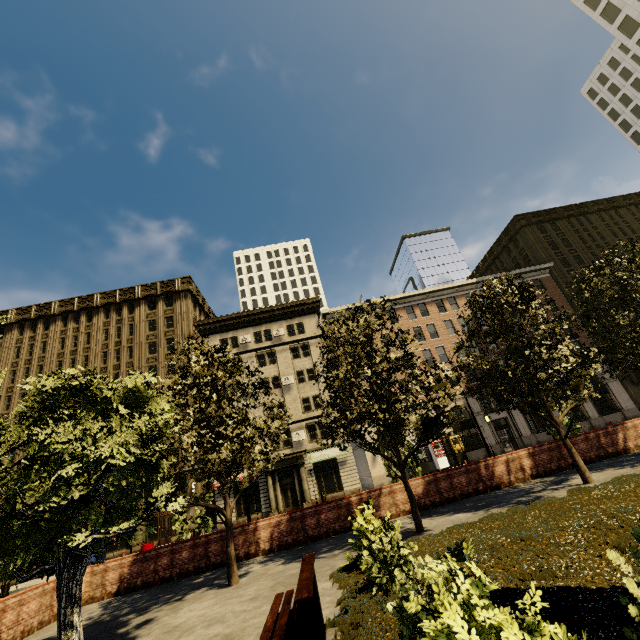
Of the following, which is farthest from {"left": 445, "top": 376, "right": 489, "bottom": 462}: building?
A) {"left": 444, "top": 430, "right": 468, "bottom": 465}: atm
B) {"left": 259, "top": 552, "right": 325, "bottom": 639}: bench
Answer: {"left": 259, "top": 552, "right": 325, "bottom": 639}: bench

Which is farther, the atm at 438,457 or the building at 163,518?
the atm at 438,457

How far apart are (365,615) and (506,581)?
2.33m

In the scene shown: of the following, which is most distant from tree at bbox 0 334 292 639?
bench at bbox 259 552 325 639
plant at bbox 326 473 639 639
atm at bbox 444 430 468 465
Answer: atm at bbox 444 430 468 465

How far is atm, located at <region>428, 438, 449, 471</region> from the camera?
31.1 meters

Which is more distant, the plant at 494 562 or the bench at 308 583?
the bench at 308 583

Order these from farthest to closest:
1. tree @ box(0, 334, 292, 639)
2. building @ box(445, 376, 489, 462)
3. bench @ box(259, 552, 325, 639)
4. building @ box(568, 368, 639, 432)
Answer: building @ box(568, 368, 639, 432), building @ box(445, 376, 489, 462), tree @ box(0, 334, 292, 639), bench @ box(259, 552, 325, 639)

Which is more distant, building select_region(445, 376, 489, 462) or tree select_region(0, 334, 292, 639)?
building select_region(445, 376, 489, 462)
